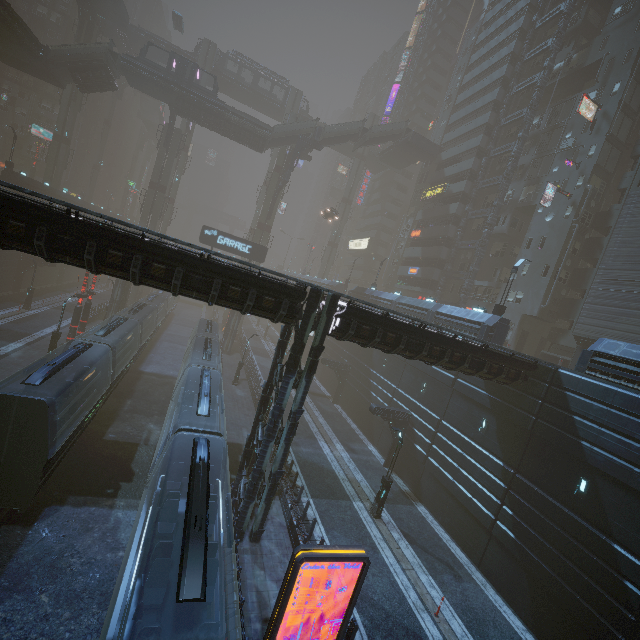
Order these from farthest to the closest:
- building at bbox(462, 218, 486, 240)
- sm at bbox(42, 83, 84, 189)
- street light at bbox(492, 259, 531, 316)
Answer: sm at bbox(42, 83, 84, 189) → building at bbox(462, 218, 486, 240) → street light at bbox(492, 259, 531, 316)

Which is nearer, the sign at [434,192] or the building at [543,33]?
the building at [543,33]

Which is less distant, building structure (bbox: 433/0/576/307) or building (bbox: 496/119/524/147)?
building structure (bbox: 433/0/576/307)

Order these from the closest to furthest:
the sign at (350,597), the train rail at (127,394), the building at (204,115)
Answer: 1. the sign at (350,597)
2. the train rail at (127,394)
3. the building at (204,115)

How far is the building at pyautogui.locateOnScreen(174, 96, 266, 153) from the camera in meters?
40.1

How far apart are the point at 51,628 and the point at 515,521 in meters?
19.8 m

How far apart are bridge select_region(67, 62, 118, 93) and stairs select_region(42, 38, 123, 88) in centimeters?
1cm

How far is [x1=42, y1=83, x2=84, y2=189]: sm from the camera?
48.2m
